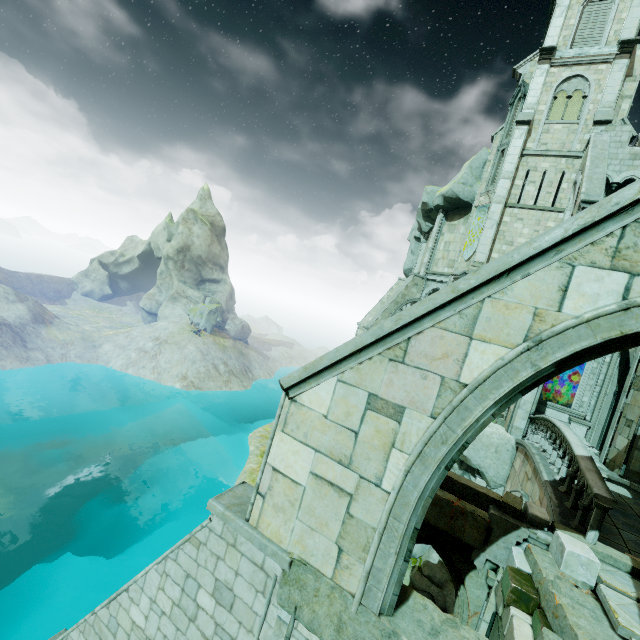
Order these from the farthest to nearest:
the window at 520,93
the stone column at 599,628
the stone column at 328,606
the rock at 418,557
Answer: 1. the window at 520,93
2. the rock at 418,557
3. the stone column at 599,628
4. the stone column at 328,606

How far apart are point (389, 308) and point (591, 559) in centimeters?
2392cm

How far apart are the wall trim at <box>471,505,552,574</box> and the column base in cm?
1379

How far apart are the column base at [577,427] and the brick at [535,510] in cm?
1400

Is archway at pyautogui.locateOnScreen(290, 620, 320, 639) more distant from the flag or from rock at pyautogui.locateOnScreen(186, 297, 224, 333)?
rock at pyautogui.locateOnScreen(186, 297, 224, 333)

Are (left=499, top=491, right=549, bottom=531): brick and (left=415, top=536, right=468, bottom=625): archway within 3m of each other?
yes

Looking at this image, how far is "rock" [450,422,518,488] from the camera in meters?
14.6

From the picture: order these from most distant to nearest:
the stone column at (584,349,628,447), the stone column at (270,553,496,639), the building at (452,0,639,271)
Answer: the building at (452,0,639,271) → the stone column at (584,349,628,447) → the stone column at (270,553,496,639)
